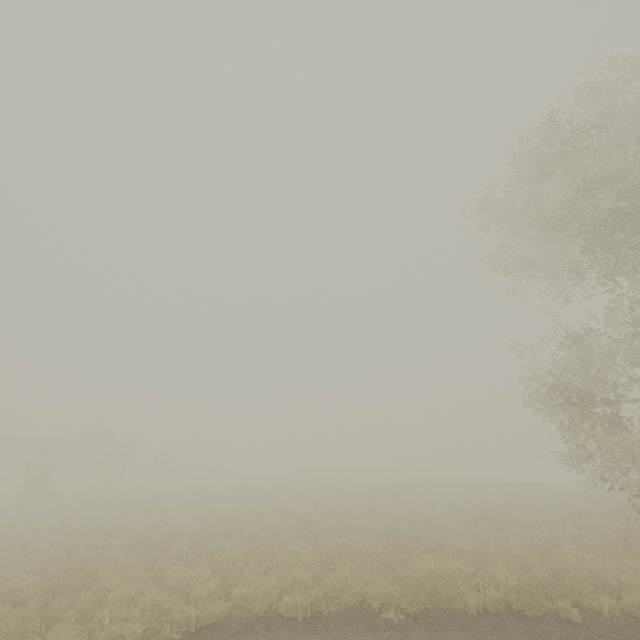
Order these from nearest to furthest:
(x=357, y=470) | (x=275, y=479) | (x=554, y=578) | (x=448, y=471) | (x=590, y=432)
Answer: (x=554, y=578), (x=590, y=432), (x=275, y=479), (x=357, y=470), (x=448, y=471)
